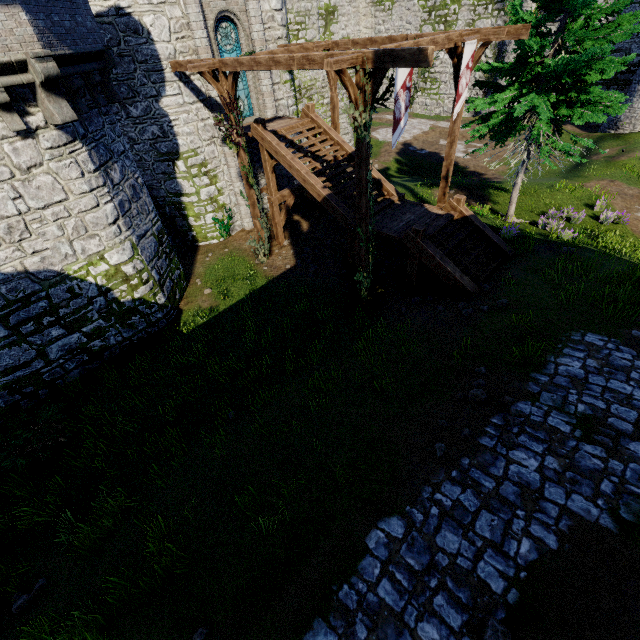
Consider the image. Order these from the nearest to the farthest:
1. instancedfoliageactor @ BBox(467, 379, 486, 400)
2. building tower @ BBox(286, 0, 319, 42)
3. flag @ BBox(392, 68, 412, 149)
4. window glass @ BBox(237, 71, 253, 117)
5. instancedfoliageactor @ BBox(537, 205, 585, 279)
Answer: instancedfoliageactor @ BBox(467, 379, 486, 400) < flag @ BBox(392, 68, 412, 149) < instancedfoliageactor @ BBox(537, 205, 585, 279) < window glass @ BBox(237, 71, 253, 117) < building tower @ BBox(286, 0, 319, 42)

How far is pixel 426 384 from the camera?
7.94m

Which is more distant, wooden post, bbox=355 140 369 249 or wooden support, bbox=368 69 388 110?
wooden post, bbox=355 140 369 249

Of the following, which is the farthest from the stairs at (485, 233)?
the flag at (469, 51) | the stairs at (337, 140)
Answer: the flag at (469, 51)

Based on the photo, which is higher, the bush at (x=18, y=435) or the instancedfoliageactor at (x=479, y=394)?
the instancedfoliageactor at (x=479, y=394)

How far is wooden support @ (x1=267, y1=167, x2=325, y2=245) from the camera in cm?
1548

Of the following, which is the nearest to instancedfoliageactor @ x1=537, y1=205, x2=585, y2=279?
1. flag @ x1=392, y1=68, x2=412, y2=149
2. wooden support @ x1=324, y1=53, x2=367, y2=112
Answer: flag @ x1=392, y1=68, x2=412, y2=149

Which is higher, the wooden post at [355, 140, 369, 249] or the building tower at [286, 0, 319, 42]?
the building tower at [286, 0, 319, 42]
